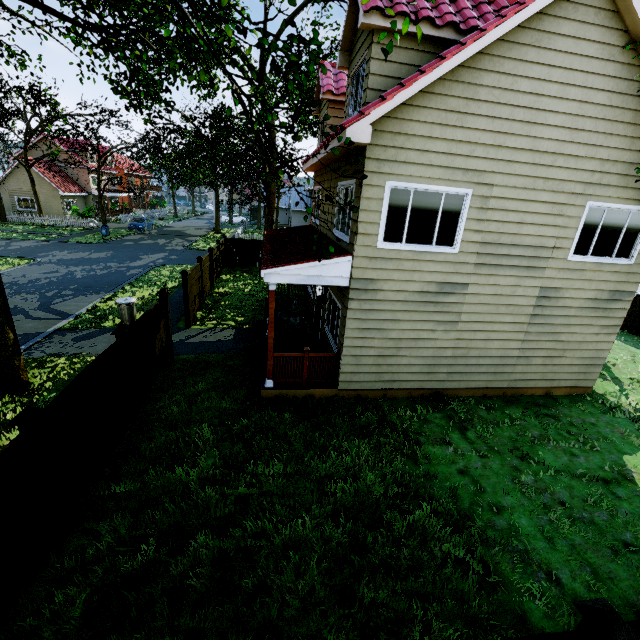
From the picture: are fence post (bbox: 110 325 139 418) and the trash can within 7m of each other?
yes

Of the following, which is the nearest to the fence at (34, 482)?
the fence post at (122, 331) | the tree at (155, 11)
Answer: the fence post at (122, 331)

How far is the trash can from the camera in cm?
1192

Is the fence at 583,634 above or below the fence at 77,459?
above

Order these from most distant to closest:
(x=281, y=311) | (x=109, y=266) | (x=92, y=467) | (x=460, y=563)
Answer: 1. (x=109, y=266)
2. (x=281, y=311)
3. (x=92, y=467)
4. (x=460, y=563)

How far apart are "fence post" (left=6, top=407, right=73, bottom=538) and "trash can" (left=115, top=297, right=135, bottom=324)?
8.44m

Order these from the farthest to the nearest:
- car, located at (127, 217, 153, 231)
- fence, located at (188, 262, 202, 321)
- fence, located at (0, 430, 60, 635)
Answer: car, located at (127, 217, 153, 231) → fence, located at (188, 262, 202, 321) → fence, located at (0, 430, 60, 635)

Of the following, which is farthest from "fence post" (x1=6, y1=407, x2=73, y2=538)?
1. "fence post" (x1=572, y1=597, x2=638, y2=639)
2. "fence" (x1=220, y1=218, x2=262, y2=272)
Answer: "fence post" (x1=572, y1=597, x2=638, y2=639)
